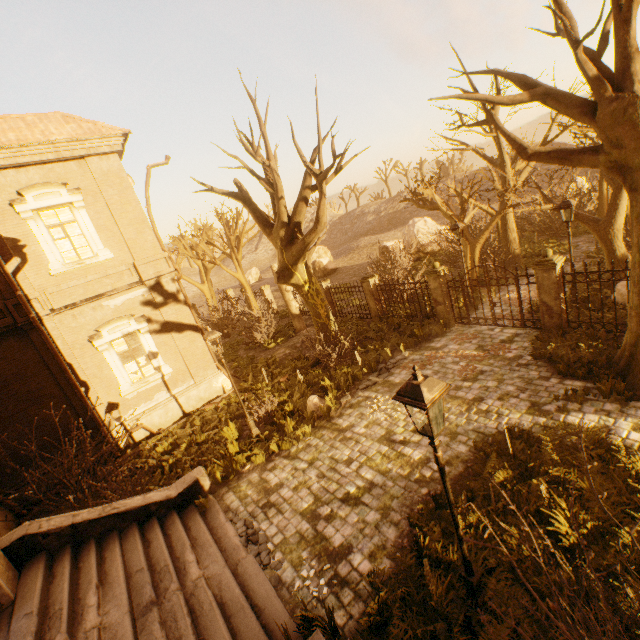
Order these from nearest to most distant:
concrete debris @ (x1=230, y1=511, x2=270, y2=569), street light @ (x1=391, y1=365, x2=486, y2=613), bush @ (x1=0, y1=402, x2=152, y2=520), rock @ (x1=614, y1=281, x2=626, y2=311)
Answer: street light @ (x1=391, y1=365, x2=486, y2=613), concrete debris @ (x1=230, y1=511, x2=270, y2=569), bush @ (x1=0, y1=402, x2=152, y2=520), rock @ (x1=614, y1=281, x2=626, y2=311)

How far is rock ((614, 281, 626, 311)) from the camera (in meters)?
10.61

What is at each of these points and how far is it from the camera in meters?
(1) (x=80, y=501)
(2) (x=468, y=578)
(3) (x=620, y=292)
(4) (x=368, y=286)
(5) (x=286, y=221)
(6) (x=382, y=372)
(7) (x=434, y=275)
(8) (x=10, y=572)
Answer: (1) bush, 9.6
(2) street light, 4.4
(3) rock, 10.9
(4) fence column, 16.5
(5) tree, 11.8
(6) concrete debris, 12.0
(7) fence column, 13.2
(8) awning, 6.0

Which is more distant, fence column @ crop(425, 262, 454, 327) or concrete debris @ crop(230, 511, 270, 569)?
fence column @ crop(425, 262, 454, 327)

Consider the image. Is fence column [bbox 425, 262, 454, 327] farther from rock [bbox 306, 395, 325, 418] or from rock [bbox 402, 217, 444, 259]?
rock [bbox 402, 217, 444, 259]

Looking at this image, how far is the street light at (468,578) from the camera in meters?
3.5

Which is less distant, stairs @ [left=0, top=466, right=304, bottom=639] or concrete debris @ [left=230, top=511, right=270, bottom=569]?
stairs @ [left=0, top=466, right=304, bottom=639]

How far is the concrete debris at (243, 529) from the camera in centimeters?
644cm
